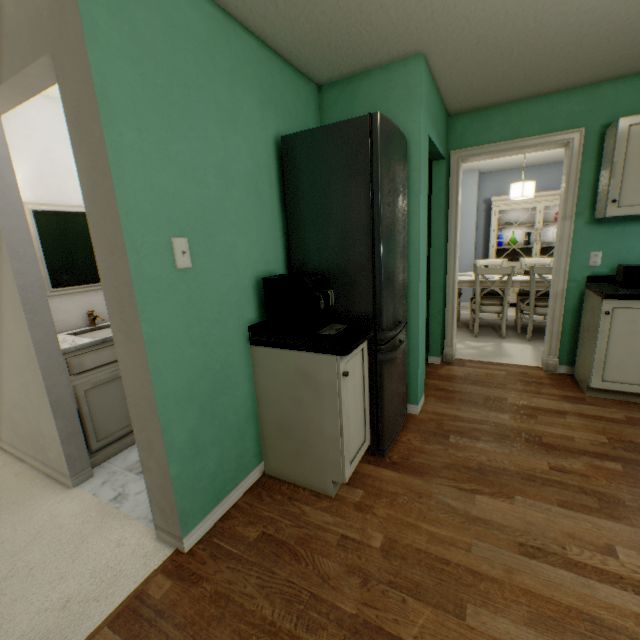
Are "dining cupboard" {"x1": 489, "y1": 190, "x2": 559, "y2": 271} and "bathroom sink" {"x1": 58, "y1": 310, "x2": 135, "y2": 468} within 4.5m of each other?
no

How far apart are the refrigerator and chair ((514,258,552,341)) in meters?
2.5 m

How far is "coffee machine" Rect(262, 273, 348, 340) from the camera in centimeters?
168cm

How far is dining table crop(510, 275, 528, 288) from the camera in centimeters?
418cm

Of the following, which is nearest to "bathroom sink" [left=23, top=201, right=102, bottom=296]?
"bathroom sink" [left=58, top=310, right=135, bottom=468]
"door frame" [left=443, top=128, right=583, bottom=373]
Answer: "bathroom sink" [left=58, top=310, right=135, bottom=468]

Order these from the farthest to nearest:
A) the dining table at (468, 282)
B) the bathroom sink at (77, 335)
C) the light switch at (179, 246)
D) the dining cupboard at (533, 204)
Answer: the dining cupboard at (533, 204) < the dining table at (468, 282) < the bathroom sink at (77, 335) < the light switch at (179, 246)

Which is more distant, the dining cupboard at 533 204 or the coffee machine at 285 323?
the dining cupboard at 533 204

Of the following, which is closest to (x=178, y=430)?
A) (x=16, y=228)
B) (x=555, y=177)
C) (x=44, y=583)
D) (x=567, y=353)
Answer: (x=44, y=583)
